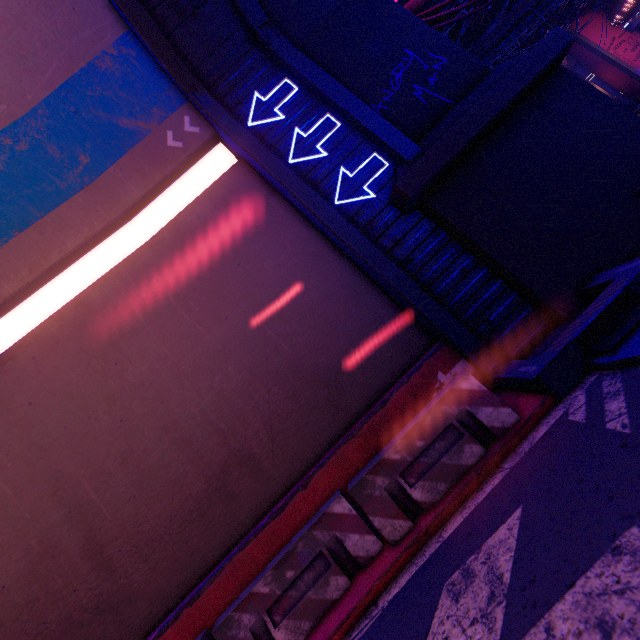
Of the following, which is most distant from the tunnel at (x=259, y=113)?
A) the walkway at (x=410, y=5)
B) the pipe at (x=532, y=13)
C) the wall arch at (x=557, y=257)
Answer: the pipe at (x=532, y=13)

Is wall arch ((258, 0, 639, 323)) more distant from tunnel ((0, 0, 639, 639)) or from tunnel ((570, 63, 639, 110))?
tunnel ((570, 63, 639, 110))

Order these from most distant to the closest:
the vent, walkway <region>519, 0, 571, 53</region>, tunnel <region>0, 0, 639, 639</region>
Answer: walkway <region>519, 0, 571, 53</region>, the vent, tunnel <region>0, 0, 639, 639</region>

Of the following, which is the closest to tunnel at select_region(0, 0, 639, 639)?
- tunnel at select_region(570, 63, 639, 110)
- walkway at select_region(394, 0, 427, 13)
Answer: walkway at select_region(394, 0, 427, 13)

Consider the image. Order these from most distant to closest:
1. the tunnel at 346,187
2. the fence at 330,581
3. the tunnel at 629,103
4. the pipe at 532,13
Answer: the tunnel at 629,103 < the pipe at 532,13 < the tunnel at 346,187 < the fence at 330,581

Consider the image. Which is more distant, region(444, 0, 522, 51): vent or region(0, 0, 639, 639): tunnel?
region(444, 0, 522, 51): vent

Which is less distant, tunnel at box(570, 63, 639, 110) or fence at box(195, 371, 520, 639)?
fence at box(195, 371, 520, 639)

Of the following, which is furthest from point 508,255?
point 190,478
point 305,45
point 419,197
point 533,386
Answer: point 190,478
